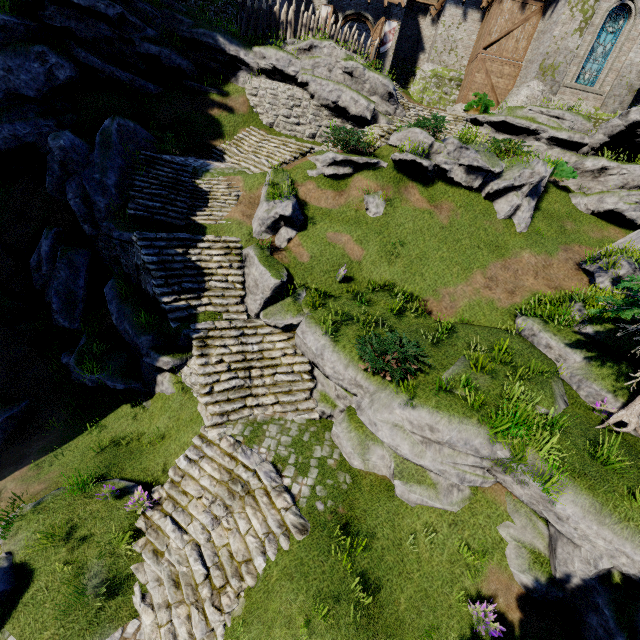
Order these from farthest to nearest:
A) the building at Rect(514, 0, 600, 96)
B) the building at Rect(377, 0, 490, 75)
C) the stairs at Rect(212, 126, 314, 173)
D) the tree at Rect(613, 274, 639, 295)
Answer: the building at Rect(377, 0, 490, 75) < the building at Rect(514, 0, 600, 96) < the stairs at Rect(212, 126, 314, 173) < the tree at Rect(613, 274, 639, 295)

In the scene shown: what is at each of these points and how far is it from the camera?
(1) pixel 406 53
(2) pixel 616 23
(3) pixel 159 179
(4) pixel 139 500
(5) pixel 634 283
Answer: (1) building, 26.9 meters
(2) window glass, 18.3 meters
(3) stairs, 14.6 meters
(4) instancedfoliageactor, 8.6 meters
(5) tree, 6.9 meters

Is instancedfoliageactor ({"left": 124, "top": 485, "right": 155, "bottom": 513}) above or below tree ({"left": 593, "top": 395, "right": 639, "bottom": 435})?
below

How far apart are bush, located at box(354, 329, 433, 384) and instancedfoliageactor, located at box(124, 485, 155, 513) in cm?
697

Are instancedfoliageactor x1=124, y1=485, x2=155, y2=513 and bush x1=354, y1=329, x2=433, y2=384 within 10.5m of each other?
yes

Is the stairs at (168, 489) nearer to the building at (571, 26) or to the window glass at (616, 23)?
the building at (571, 26)

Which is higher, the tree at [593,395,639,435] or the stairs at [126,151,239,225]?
the stairs at [126,151,239,225]

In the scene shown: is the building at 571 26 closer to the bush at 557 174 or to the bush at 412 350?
the bush at 557 174
